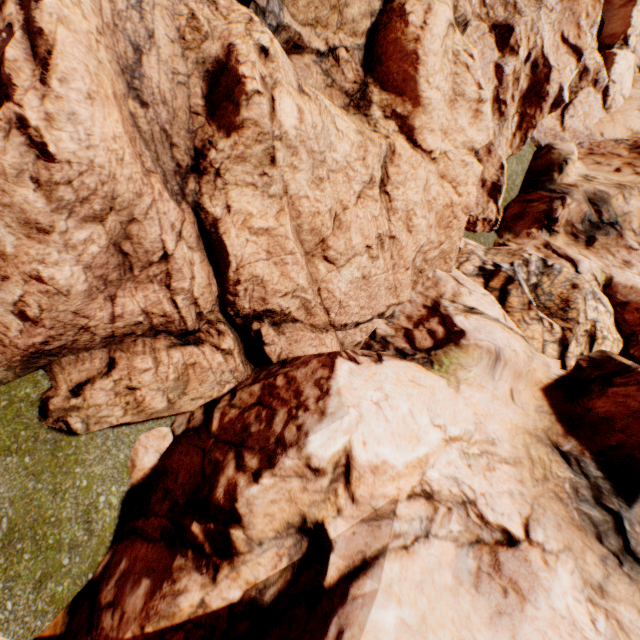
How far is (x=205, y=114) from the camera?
5.30m
